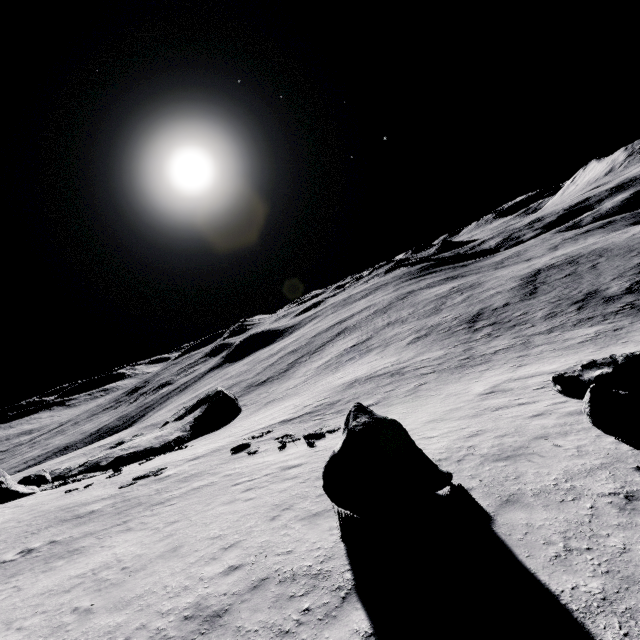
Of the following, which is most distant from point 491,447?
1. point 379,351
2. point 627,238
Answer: point 627,238

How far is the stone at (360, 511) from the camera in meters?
7.4 m

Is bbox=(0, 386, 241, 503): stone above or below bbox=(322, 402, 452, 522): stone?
below

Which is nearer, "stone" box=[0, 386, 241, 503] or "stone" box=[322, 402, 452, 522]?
"stone" box=[322, 402, 452, 522]

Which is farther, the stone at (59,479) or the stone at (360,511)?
the stone at (59,479)

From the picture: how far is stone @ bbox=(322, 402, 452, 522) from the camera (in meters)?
7.42
